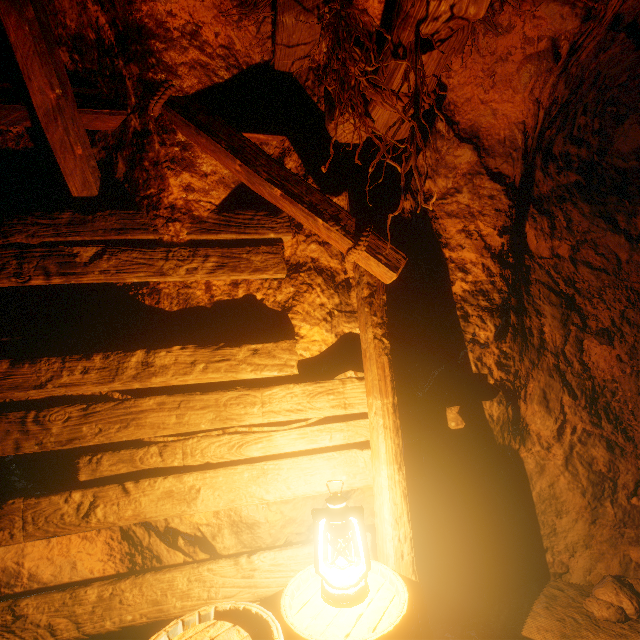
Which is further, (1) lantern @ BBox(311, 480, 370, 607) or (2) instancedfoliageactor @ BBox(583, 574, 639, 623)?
(2) instancedfoliageactor @ BBox(583, 574, 639, 623)

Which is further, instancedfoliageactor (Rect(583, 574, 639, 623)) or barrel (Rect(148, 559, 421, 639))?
instancedfoliageactor (Rect(583, 574, 639, 623))

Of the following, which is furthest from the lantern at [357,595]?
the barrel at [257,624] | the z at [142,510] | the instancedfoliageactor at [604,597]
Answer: the instancedfoliageactor at [604,597]

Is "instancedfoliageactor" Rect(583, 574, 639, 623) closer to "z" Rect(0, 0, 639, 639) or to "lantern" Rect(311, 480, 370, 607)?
"z" Rect(0, 0, 639, 639)

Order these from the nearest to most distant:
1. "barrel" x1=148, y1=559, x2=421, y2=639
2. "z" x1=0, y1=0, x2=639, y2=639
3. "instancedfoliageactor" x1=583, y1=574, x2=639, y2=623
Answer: "barrel" x1=148, y1=559, x2=421, y2=639, "z" x1=0, y1=0, x2=639, y2=639, "instancedfoliageactor" x1=583, y1=574, x2=639, y2=623

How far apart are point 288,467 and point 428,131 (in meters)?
2.10

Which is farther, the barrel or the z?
the z

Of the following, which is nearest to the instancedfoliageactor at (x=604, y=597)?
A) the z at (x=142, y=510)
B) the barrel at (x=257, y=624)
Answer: the z at (x=142, y=510)
